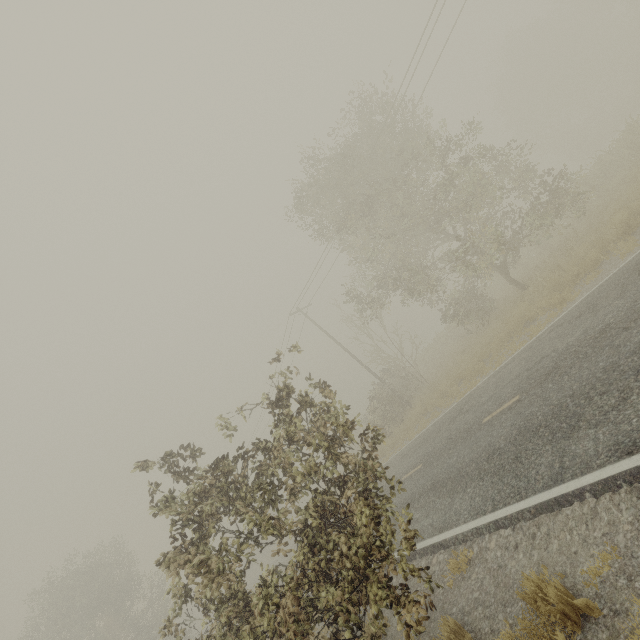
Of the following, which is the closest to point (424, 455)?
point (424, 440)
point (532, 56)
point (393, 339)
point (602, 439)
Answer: point (424, 440)
